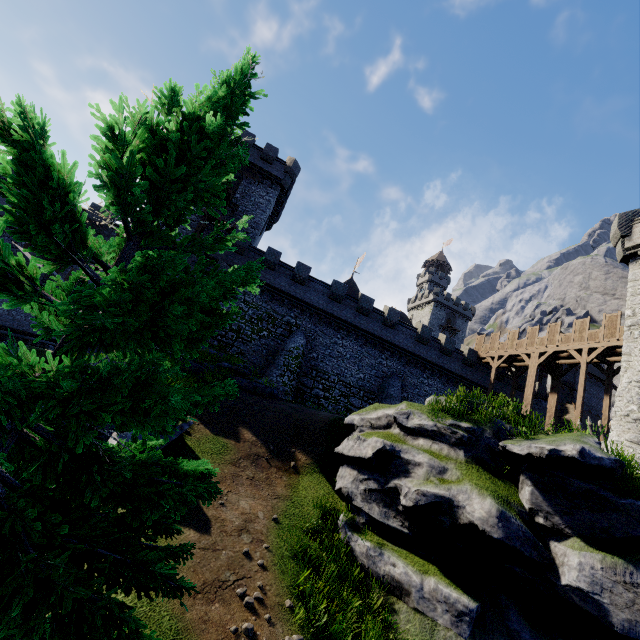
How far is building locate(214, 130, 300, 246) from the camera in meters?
31.2

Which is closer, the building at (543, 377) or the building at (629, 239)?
the building at (629, 239)

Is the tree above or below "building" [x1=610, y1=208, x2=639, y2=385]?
below

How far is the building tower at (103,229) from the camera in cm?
2188

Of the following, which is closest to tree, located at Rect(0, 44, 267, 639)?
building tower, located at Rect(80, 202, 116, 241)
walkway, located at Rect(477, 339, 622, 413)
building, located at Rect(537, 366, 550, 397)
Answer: building tower, located at Rect(80, 202, 116, 241)

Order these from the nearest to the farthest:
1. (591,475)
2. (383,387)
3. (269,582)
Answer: (269,582) < (591,475) < (383,387)

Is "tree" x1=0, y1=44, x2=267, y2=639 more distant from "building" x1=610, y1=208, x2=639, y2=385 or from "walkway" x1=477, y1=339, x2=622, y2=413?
"walkway" x1=477, y1=339, x2=622, y2=413

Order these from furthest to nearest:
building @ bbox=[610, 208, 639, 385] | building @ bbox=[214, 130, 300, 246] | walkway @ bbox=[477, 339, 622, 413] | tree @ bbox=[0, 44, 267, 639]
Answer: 1. building @ bbox=[214, 130, 300, 246]
2. walkway @ bbox=[477, 339, 622, 413]
3. building @ bbox=[610, 208, 639, 385]
4. tree @ bbox=[0, 44, 267, 639]
